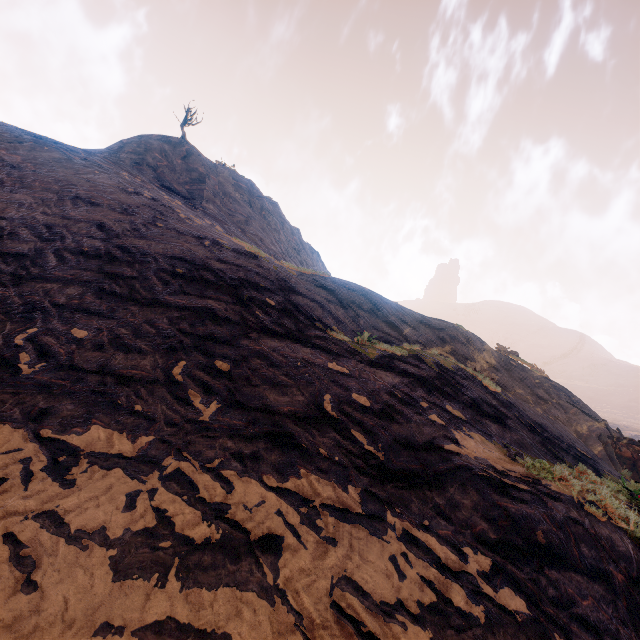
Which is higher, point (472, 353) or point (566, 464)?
point (472, 353)
